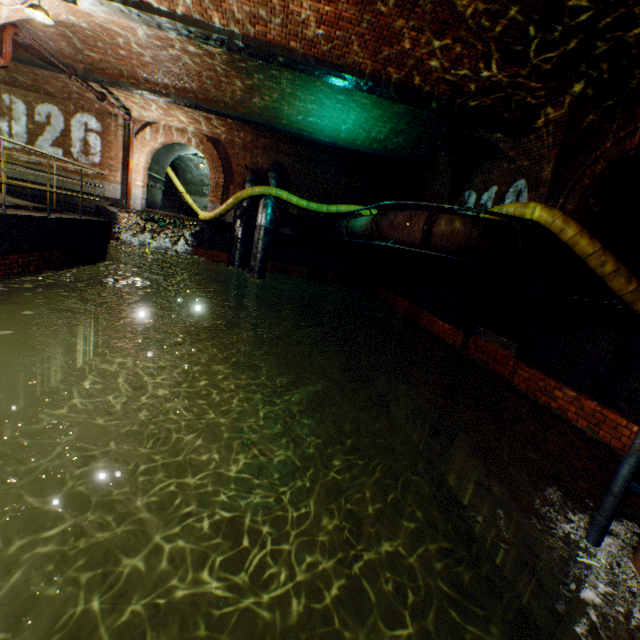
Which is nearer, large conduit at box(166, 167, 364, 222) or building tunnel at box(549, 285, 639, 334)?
building tunnel at box(549, 285, 639, 334)

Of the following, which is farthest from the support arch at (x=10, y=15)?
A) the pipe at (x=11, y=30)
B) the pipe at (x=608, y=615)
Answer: the pipe at (x=608, y=615)

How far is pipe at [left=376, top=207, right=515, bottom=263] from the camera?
7.2m

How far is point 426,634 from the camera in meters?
5.1

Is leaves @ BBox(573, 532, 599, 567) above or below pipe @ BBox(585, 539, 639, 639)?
above

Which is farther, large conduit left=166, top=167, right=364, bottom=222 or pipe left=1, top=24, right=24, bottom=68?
large conduit left=166, top=167, right=364, bottom=222

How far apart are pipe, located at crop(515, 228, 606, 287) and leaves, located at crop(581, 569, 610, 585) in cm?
631

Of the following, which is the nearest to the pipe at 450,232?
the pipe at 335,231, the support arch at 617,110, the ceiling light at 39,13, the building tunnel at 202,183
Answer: the support arch at 617,110
